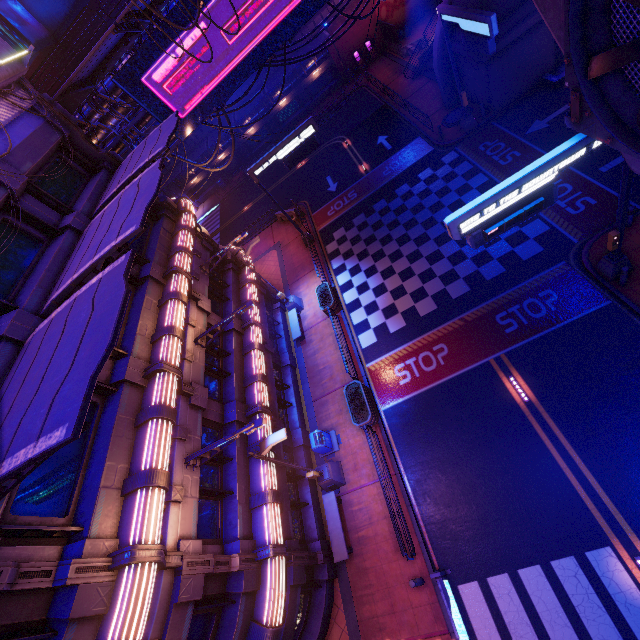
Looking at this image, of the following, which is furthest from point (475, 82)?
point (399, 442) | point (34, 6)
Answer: point (34, 6)

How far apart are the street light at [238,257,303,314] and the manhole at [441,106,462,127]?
16.3 meters

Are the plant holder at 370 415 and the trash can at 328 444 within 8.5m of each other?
yes

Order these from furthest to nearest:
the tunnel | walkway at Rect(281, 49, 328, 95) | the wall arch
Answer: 1. walkway at Rect(281, 49, 328, 95)
2. the tunnel
3. the wall arch

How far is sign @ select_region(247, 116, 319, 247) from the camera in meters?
19.9 m

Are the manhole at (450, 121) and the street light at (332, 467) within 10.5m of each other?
no

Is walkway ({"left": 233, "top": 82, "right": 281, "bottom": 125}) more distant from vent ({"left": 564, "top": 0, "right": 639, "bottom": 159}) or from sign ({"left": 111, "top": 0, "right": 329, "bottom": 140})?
vent ({"left": 564, "top": 0, "right": 639, "bottom": 159})

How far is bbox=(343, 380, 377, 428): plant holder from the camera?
15.0m
